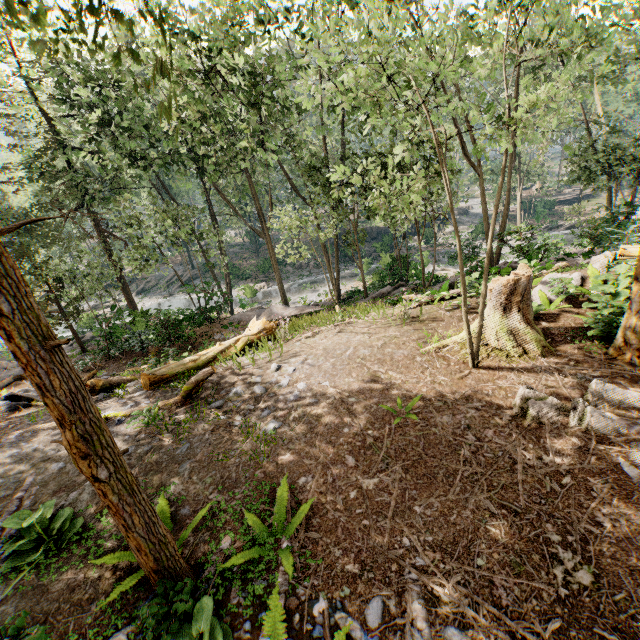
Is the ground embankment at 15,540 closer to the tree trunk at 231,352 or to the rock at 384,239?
the tree trunk at 231,352

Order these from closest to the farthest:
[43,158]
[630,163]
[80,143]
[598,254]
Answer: [598,254] < [80,143] < [630,163] < [43,158]

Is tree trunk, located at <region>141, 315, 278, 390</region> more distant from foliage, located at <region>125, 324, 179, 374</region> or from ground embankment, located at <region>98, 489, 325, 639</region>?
foliage, located at <region>125, 324, 179, 374</region>

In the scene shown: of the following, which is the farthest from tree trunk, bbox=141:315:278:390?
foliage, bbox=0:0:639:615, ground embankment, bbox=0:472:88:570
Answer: foliage, bbox=0:0:639:615

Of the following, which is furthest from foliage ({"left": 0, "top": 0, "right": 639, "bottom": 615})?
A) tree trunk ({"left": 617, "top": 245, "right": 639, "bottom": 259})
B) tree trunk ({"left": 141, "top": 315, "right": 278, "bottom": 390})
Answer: tree trunk ({"left": 141, "top": 315, "right": 278, "bottom": 390})

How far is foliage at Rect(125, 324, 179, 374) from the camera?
11.0 meters

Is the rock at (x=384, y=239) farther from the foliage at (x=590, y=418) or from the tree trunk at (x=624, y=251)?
the tree trunk at (x=624, y=251)

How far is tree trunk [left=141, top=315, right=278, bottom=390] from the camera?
9.5m
